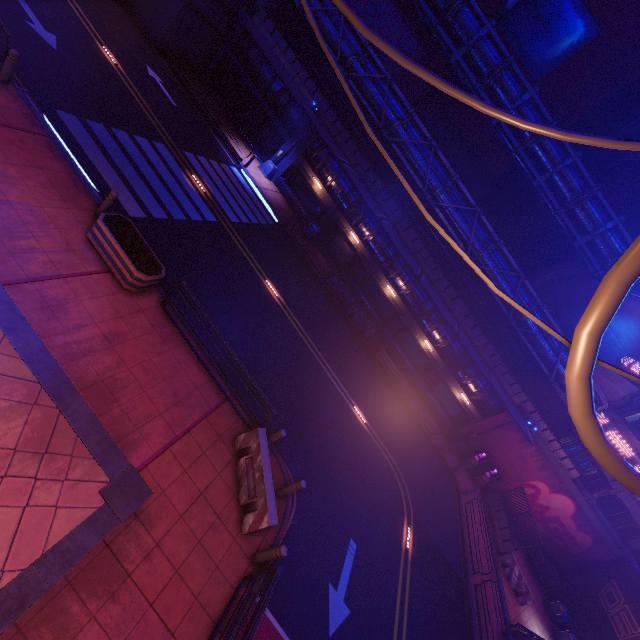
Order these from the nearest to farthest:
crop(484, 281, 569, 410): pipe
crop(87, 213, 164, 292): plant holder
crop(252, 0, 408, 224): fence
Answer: crop(87, 213, 164, 292): plant holder
crop(484, 281, 569, 410): pipe
crop(252, 0, 408, 224): fence

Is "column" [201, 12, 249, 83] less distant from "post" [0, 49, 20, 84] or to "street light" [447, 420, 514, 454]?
"post" [0, 49, 20, 84]

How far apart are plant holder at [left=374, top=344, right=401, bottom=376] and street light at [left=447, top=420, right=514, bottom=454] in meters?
7.7 m

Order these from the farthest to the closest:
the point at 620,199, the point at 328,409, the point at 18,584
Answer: the point at 620,199
the point at 328,409
the point at 18,584

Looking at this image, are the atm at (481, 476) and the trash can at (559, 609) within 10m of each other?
yes

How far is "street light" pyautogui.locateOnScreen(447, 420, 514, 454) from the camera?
24.2 meters

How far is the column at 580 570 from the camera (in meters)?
23.95

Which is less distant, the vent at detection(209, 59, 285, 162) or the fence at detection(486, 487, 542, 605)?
the fence at detection(486, 487, 542, 605)
